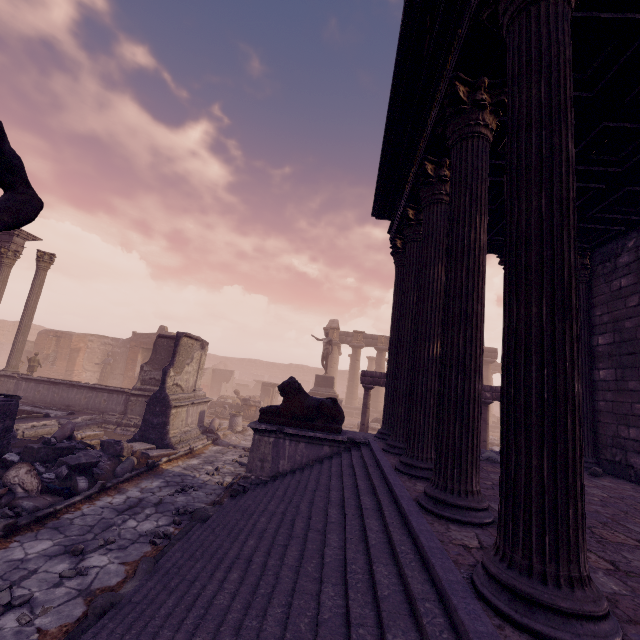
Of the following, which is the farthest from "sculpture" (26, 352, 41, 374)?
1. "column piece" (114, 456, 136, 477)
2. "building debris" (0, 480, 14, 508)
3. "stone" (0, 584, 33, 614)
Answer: "stone" (0, 584, 33, 614)

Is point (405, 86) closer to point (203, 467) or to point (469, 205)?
point (469, 205)

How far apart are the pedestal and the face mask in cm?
1340

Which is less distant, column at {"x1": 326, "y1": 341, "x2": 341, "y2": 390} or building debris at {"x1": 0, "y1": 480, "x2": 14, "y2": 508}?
building debris at {"x1": 0, "y1": 480, "x2": 14, "y2": 508}

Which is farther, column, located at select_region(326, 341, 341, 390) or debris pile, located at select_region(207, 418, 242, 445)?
column, located at select_region(326, 341, 341, 390)

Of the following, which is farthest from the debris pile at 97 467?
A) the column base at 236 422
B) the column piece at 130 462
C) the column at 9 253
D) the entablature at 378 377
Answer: the column at 9 253

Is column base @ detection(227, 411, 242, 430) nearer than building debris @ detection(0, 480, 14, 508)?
No

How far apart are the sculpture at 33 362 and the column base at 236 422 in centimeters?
973cm
